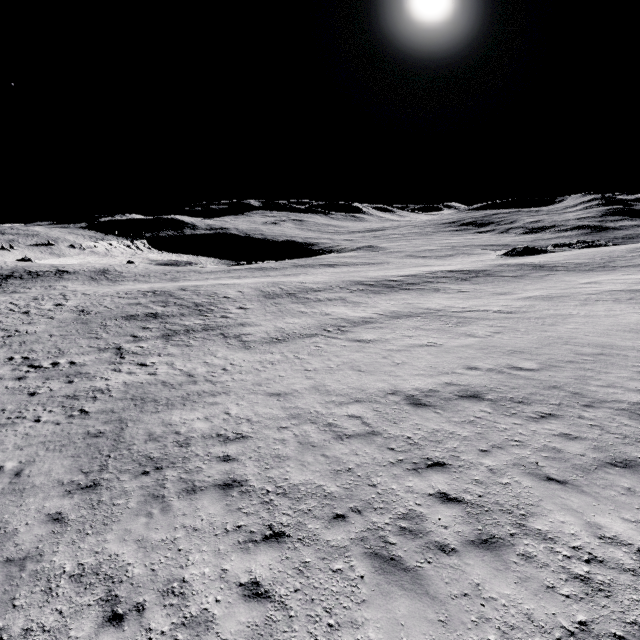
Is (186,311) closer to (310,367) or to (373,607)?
(310,367)
